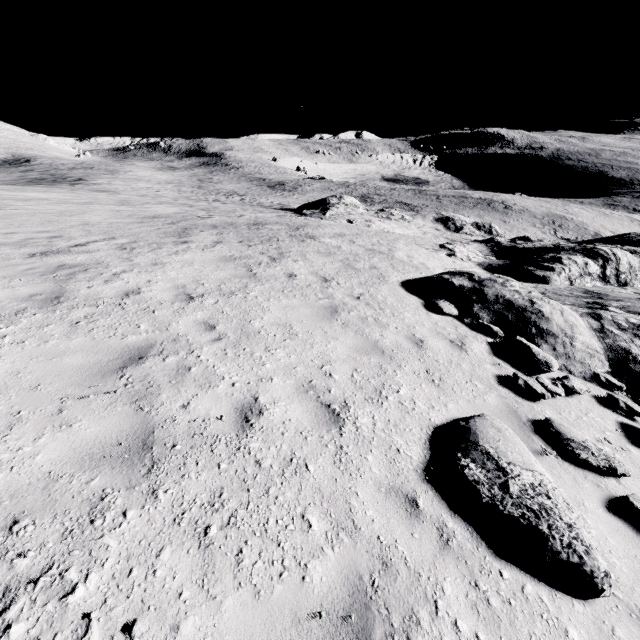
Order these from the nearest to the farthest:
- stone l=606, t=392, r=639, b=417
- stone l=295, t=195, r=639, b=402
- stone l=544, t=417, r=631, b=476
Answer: stone l=544, t=417, r=631, b=476, stone l=606, t=392, r=639, b=417, stone l=295, t=195, r=639, b=402

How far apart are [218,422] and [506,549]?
3.3m

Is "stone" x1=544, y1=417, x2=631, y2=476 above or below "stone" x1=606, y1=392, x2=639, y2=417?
above

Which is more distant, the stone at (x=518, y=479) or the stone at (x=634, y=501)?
the stone at (x=634, y=501)

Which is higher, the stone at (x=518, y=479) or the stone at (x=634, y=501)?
the stone at (x=518, y=479)

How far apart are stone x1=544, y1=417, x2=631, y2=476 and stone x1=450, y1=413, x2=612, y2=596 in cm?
89

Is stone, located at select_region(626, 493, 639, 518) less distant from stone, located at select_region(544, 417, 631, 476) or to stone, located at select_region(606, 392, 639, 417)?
stone, located at select_region(544, 417, 631, 476)
